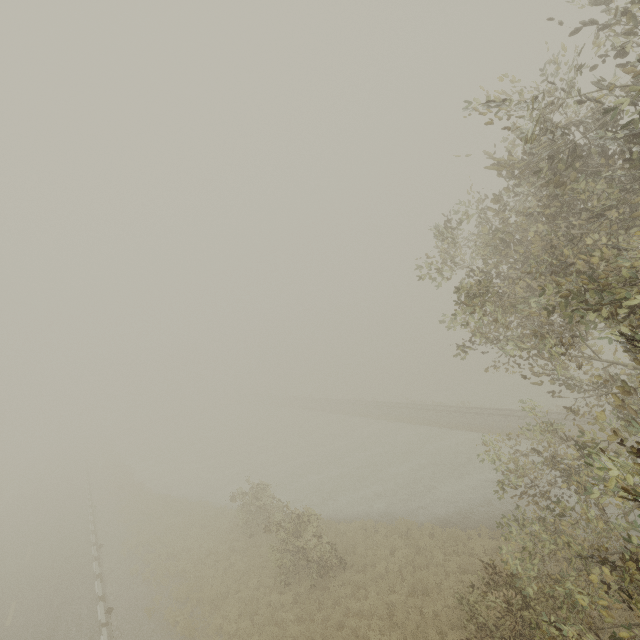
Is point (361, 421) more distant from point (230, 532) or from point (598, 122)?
point (598, 122)
